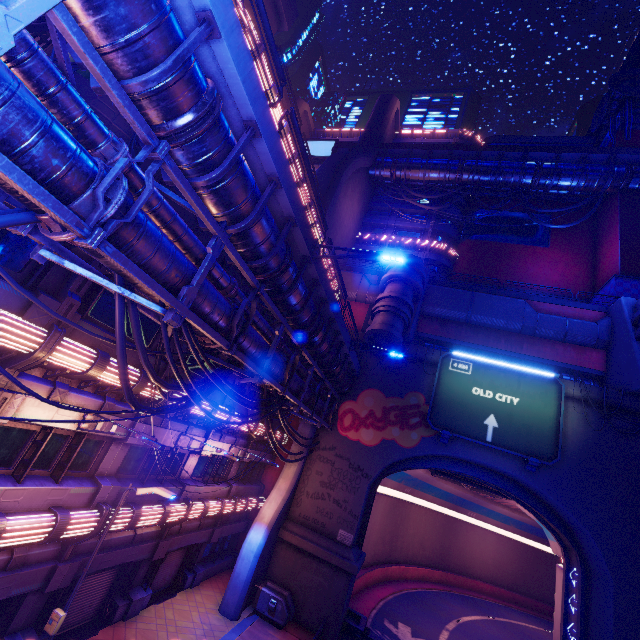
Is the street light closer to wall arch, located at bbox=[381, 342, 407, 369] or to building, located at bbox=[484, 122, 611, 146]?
wall arch, located at bbox=[381, 342, 407, 369]

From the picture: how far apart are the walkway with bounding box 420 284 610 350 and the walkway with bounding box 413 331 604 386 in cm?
147

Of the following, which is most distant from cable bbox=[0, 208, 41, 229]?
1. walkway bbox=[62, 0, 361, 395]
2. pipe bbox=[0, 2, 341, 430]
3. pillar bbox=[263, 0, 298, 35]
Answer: pillar bbox=[263, 0, 298, 35]

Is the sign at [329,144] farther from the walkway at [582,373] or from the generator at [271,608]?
the generator at [271,608]

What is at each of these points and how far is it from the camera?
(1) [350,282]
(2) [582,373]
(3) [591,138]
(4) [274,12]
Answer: (1) walkway, 30.56m
(2) walkway, 23.83m
(3) building, 43.47m
(4) pillar, 17.22m

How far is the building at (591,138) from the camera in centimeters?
4175cm

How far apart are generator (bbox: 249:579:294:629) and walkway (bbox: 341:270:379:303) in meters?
21.4

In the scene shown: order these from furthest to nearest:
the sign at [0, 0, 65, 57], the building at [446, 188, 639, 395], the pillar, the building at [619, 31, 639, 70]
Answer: the building at [619, 31, 639, 70] < the building at [446, 188, 639, 395] < the pillar < the sign at [0, 0, 65, 57]
